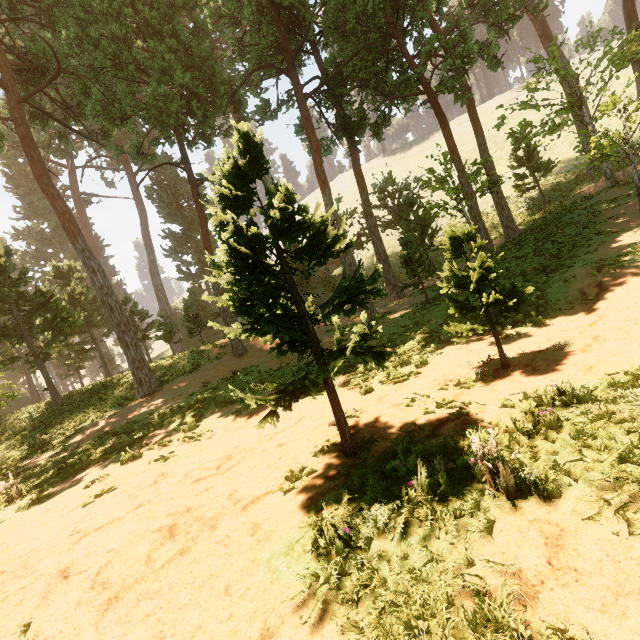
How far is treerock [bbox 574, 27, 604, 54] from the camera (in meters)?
16.66

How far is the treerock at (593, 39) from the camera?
16.7 meters

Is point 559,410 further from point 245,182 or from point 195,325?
point 195,325

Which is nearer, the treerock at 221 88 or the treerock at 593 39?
the treerock at 221 88

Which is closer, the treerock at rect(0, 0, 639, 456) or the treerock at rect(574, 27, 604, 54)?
the treerock at rect(0, 0, 639, 456)
